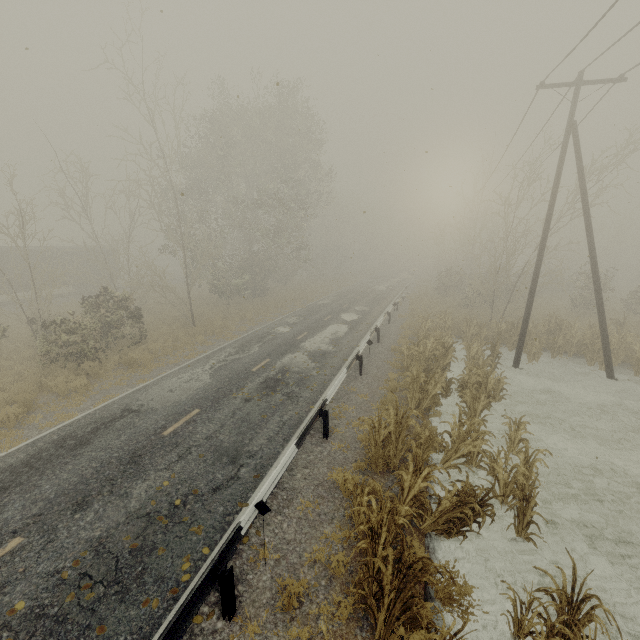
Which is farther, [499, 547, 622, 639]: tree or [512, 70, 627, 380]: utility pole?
[512, 70, 627, 380]: utility pole

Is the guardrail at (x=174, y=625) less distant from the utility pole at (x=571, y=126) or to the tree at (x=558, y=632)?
the tree at (x=558, y=632)

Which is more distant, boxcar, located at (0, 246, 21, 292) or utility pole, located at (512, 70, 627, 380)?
boxcar, located at (0, 246, 21, 292)

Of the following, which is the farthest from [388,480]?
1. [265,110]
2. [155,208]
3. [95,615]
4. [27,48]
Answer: [265,110]

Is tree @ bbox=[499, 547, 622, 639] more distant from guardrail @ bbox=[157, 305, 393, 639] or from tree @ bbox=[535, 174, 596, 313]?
tree @ bbox=[535, 174, 596, 313]

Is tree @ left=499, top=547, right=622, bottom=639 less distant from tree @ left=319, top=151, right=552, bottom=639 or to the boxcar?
tree @ left=319, top=151, right=552, bottom=639

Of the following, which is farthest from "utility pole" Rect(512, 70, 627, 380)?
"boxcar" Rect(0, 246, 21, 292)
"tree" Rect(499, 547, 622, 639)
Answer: "boxcar" Rect(0, 246, 21, 292)

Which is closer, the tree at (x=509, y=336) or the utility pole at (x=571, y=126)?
the tree at (x=509, y=336)
